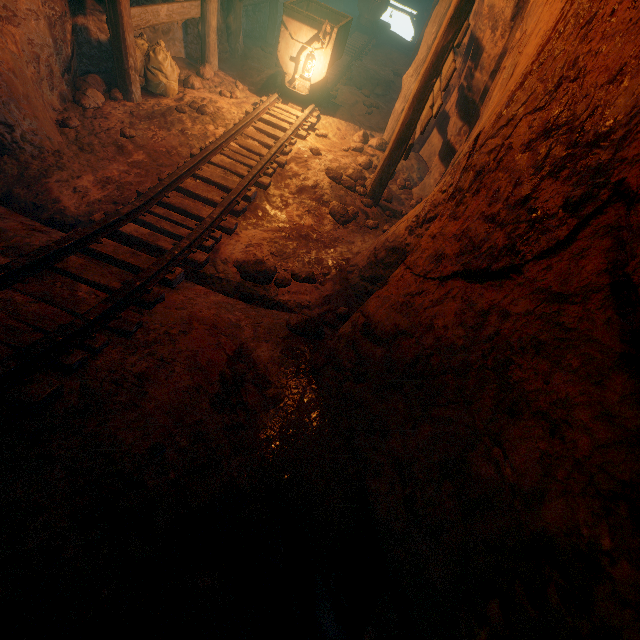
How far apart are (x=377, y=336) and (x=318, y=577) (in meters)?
1.34

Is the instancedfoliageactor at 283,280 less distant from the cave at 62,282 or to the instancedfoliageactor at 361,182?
the cave at 62,282

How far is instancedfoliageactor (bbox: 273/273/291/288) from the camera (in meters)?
3.58

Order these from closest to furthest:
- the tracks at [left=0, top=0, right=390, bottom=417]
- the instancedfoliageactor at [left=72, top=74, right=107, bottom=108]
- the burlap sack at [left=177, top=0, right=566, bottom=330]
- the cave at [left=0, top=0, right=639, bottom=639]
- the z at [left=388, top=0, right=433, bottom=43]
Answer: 1. the cave at [left=0, top=0, right=639, bottom=639]
2. the tracks at [left=0, top=0, right=390, bottom=417]
3. the burlap sack at [left=177, top=0, right=566, bottom=330]
4. the instancedfoliageactor at [left=72, top=74, right=107, bottom=108]
5. the z at [left=388, top=0, right=433, bottom=43]

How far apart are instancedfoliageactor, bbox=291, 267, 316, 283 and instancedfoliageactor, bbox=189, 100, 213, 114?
3.4 meters

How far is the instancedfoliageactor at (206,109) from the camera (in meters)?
5.30

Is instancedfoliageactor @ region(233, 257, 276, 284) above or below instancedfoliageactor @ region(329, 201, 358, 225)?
below

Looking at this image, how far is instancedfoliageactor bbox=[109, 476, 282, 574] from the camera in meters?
1.3
